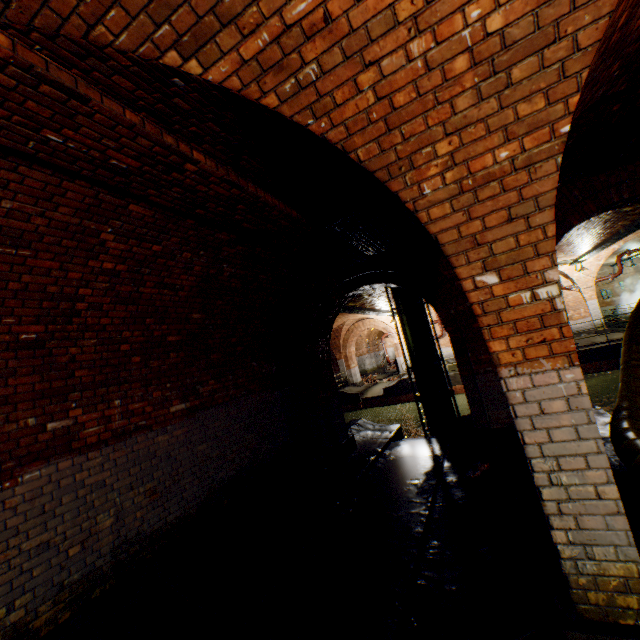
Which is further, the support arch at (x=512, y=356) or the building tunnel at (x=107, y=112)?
the building tunnel at (x=107, y=112)

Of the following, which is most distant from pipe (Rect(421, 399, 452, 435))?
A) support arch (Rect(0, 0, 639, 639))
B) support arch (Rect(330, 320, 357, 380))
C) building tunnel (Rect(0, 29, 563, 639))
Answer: support arch (Rect(0, 0, 639, 639))

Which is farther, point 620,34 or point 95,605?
point 95,605

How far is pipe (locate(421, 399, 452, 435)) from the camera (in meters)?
10.67

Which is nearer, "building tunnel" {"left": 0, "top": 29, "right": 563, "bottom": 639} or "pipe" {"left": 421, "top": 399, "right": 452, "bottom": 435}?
"building tunnel" {"left": 0, "top": 29, "right": 563, "bottom": 639}

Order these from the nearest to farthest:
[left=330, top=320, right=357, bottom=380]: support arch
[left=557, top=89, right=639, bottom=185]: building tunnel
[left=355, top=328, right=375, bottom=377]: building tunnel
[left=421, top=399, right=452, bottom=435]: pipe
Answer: [left=557, top=89, right=639, bottom=185]: building tunnel < [left=421, top=399, right=452, bottom=435]: pipe < [left=330, top=320, right=357, bottom=380]: support arch < [left=355, top=328, right=375, bottom=377]: building tunnel

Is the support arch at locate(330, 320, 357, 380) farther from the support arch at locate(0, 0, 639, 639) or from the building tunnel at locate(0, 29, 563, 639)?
the support arch at locate(0, 0, 639, 639)

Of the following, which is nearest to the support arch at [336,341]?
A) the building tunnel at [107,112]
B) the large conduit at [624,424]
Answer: the building tunnel at [107,112]
